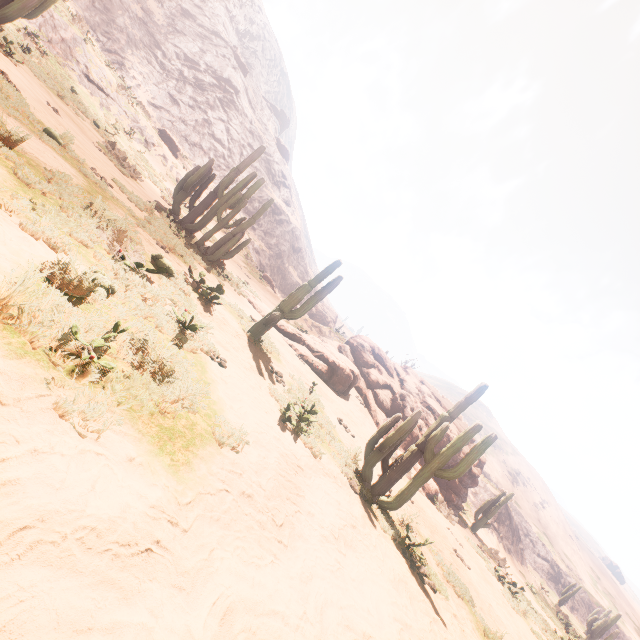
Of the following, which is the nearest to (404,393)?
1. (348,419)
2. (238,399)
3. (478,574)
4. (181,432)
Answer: (348,419)

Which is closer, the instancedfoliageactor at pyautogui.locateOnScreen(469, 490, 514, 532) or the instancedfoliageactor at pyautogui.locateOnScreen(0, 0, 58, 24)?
the instancedfoliageactor at pyautogui.locateOnScreen(0, 0, 58, 24)

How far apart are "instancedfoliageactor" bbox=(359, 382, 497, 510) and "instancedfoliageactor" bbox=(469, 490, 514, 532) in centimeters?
1637cm

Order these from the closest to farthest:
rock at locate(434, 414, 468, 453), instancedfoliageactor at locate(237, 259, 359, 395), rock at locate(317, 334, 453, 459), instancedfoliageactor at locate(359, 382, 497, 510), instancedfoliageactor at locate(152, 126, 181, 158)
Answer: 1. instancedfoliageactor at locate(359, 382, 497, 510)
2. instancedfoliageactor at locate(237, 259, 359, 395)
3. rock at locate(434, 414, 468, 453)
4. rock at locate(317, 334, 453, 459)
5. instancedfoliageactor at locate(152, 126, 181, 158)

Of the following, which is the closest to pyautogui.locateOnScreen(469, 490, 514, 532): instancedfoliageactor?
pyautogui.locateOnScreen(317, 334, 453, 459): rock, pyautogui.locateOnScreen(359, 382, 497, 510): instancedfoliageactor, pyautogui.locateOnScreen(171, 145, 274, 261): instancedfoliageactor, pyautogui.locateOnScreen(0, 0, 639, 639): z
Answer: pyautogui.locateOnScreen(317, 334, 453, 459): rock

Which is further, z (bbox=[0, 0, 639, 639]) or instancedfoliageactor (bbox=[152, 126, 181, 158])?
instancedfoliageactor (bbox=[152, 126, 181, 158])

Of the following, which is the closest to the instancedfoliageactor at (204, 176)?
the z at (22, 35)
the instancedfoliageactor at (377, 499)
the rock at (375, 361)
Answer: the rock at (375, 361)

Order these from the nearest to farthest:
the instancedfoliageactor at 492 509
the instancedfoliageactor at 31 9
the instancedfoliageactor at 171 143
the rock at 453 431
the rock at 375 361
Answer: the instancedfoliageactor at 31 9 < the rock at 453 431 < the rock at 375 361 < the instancedfoliageactor at 492 509 < the instancedfoliageactor at 171 143
